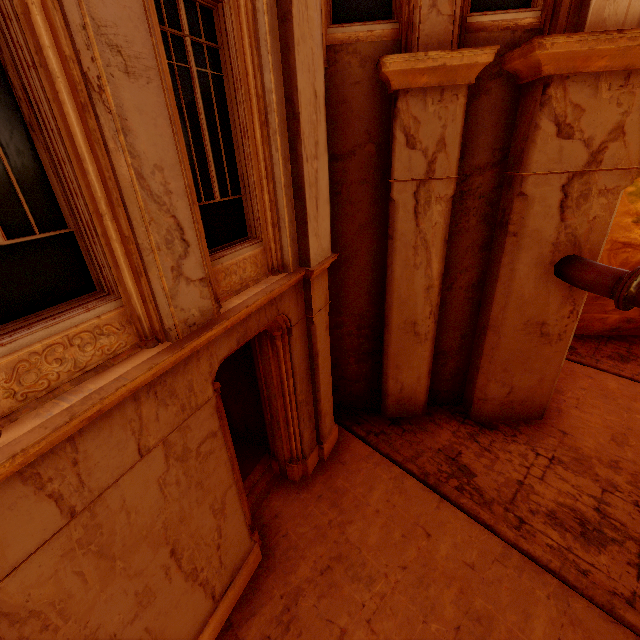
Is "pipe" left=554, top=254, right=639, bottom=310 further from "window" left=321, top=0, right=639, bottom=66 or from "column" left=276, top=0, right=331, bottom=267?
"column" left=276, top=0, right=331, bottom=267

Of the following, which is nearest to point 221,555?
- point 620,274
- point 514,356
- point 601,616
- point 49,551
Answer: point 49,551

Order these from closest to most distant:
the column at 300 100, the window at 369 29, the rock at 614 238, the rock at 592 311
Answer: the column at 300 100 < the window at 369 29 < the rock at 614 238 < the rock at 592 311

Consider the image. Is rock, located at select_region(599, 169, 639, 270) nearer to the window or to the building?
the building

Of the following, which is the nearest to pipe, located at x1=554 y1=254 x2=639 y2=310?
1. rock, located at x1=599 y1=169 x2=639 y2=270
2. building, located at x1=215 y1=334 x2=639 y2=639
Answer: building, located at x1=215 y1=334 x2=639 y2=639

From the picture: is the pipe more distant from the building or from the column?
the column

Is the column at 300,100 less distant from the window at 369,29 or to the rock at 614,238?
the window at 369,29
